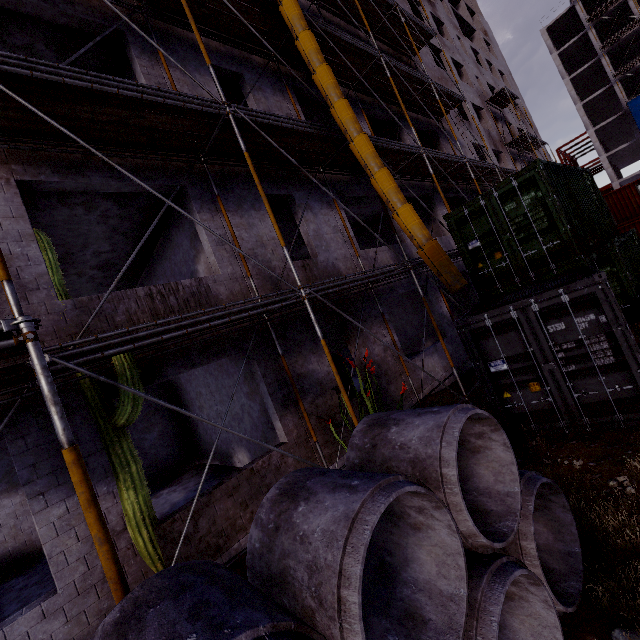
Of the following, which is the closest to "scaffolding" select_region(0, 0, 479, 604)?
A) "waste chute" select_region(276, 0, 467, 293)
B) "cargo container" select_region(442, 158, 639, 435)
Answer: "waste chute" select_region(276, 0, 467, 293)

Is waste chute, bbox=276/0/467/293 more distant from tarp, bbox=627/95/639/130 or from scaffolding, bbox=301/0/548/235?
tarp, bbox=627/95/639/130

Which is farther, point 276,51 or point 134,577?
point 276,51

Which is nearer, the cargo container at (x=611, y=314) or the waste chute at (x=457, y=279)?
the cargo container at (x=611, y=314)

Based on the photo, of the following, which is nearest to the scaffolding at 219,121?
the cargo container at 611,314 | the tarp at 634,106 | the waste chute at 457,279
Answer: the waste chute at 457,279

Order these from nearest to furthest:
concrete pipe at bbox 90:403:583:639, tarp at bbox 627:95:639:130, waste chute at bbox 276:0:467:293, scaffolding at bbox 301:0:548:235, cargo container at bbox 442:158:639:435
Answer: concrete pipe at bbox 90:403:583:639, cargo container at bbox 442:158:639:435, waste chute at bbox 276:0:467:293, scaffolding at bbox 301:0:548:235, tarp at bbox 627:95:639:130

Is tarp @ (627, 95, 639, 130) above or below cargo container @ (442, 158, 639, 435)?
above

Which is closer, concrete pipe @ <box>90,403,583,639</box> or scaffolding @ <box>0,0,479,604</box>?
concrete pipe @ <box>90,403,583,639</box>
